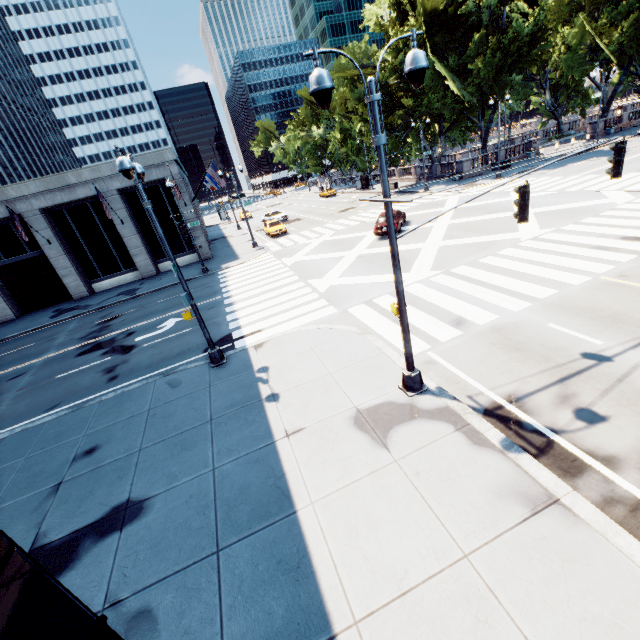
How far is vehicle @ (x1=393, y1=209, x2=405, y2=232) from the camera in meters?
22.6

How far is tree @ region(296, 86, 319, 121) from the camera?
57.89m

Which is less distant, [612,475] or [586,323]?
[612,475]

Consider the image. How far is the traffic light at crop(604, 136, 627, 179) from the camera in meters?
7.9 m

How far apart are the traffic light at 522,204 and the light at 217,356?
9.55m

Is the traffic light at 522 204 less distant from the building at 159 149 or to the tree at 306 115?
the building at 159 149

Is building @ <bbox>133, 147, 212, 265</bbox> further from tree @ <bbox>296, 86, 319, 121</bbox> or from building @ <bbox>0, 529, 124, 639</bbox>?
building @ <bbox>0, 529, 124, 639</bbox>

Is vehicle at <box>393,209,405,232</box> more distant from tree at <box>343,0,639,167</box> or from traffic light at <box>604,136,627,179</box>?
tree at <box>343,0,639,167</box>
